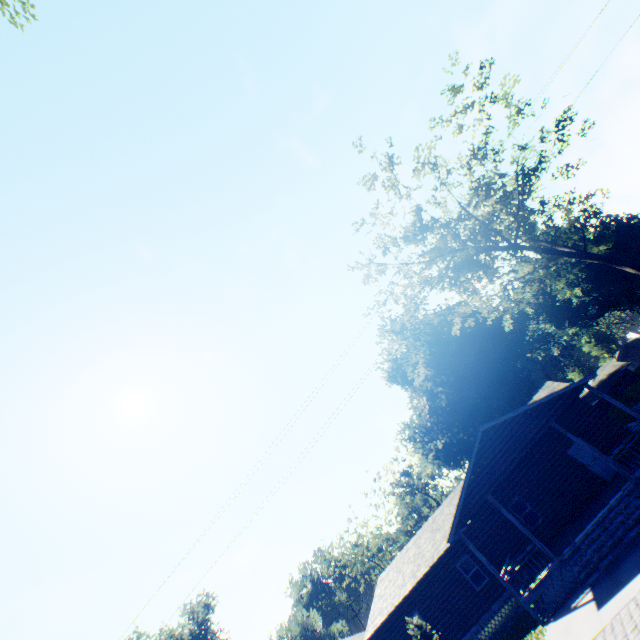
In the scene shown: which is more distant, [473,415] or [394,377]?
[394,377]

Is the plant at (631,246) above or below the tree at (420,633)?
above

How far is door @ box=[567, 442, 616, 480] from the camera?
18.12m

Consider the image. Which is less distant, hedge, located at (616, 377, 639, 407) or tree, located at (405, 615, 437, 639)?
tree, located at (405, 615, 437, 639)

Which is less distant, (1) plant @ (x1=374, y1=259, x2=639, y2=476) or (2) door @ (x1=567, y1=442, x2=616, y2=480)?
(2) door @ (x1=567, y1=442, x2=616, y2=480)

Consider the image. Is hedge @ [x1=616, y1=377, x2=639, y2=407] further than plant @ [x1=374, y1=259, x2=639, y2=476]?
No

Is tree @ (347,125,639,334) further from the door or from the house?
the door

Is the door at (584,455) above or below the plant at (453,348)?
below
